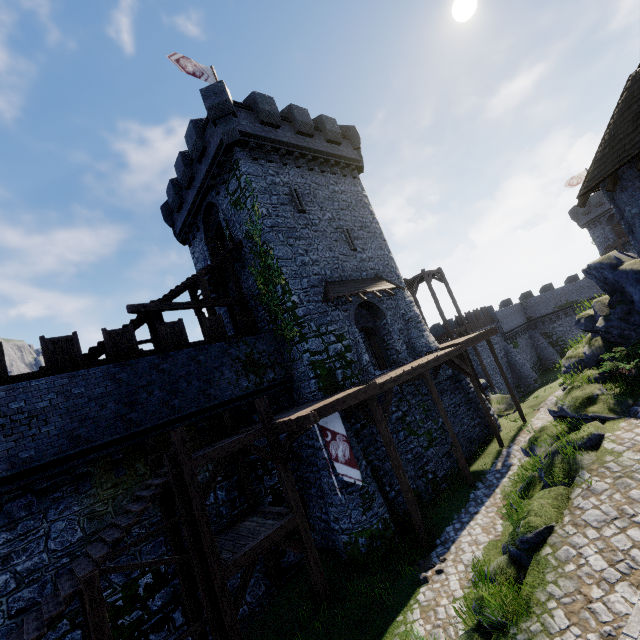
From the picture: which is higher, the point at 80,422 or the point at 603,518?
the point at 80,422

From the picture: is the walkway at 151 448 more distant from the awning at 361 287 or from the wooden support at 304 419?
the awning at 361 287

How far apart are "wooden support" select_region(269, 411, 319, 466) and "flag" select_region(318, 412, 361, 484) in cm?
76

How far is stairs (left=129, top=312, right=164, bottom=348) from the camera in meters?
14.4 m

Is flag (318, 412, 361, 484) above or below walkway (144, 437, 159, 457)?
below

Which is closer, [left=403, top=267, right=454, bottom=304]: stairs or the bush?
the bush

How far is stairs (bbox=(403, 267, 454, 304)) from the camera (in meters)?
27.41

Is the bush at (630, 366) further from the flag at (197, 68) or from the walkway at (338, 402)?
the flag at (197, 68)
